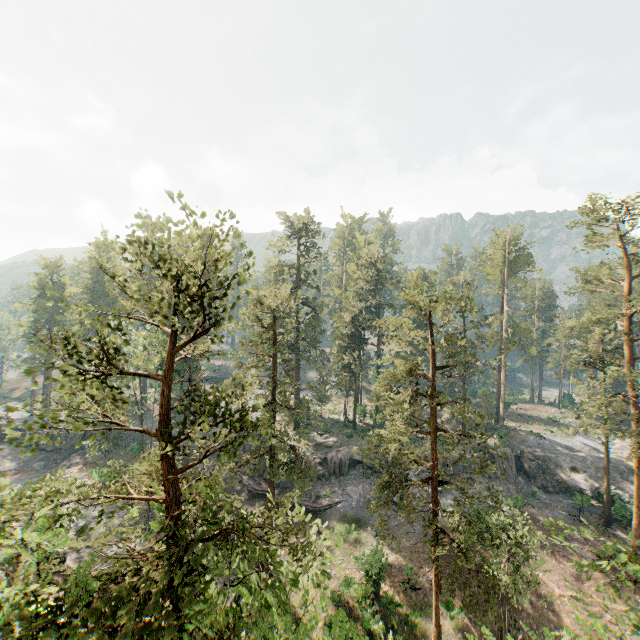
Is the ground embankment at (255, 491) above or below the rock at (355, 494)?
below

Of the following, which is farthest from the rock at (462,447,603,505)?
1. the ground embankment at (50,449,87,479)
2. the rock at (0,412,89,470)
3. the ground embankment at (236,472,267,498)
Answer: the rock at (0,412,89,470)

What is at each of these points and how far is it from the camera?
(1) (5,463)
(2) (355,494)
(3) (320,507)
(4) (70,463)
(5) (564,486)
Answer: (1) rock, 46.66m
(2) rock, 34.75m
(3) ground embankment, 32.94m
(4) ground embankment, 44.88m
(5) rock, 39.75m

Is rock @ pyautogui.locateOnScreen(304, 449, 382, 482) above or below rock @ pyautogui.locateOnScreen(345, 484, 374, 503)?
above

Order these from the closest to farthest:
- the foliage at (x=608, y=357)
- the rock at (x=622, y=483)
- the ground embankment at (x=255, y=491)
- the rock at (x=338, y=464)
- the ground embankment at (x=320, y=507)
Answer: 1. the foliage at (x=608, y=357)
2. the ground embankment at (x=320, y=507)
3. the rock at (x=622, y=483)
4. the ground embankment at (x=255, y=491)
5. the rock at (x=338, y=464)

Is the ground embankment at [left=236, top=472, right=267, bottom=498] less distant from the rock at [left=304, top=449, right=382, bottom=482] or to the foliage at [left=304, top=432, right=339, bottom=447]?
the rock at [left=304, top=449, right=382, bottom=482]

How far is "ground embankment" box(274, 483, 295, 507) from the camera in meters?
34.1 m
